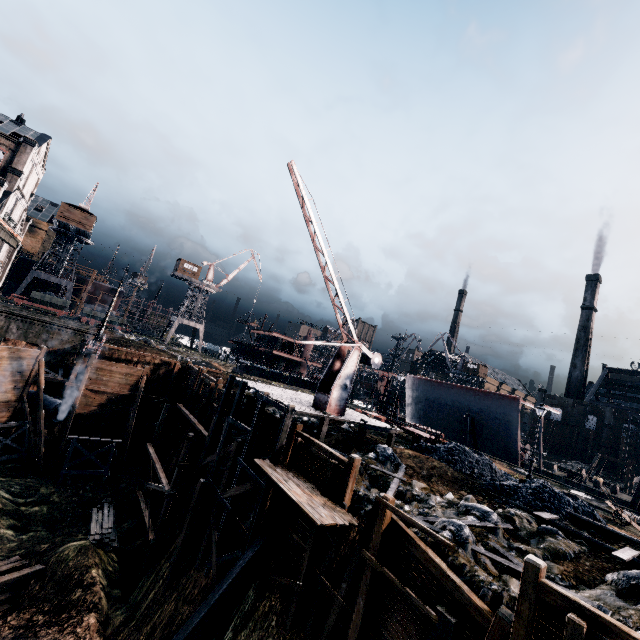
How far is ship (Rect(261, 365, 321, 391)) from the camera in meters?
55.5 m

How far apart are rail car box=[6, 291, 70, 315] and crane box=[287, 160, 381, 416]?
49.44m

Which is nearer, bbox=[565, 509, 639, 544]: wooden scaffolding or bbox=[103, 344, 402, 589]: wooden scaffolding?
bbox=[565, 509, 639, 544]: wooden scaffolding

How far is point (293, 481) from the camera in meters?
14.5

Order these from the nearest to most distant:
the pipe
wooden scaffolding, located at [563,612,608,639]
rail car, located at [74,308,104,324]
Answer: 1. wooden scaffolding, located at [563,612,608,639]
2. the pipe
3. rail car, located at [74,308,104,324]

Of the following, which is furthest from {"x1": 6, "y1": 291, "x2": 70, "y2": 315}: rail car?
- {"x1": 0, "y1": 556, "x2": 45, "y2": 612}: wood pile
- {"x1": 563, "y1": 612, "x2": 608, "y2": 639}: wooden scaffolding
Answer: {"x1": 563, "y1": 612, "x2": 608, "y2": 639}: wooden scaffolding

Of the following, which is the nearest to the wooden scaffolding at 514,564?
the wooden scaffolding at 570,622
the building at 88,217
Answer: the wooden scaffolding at 570,622

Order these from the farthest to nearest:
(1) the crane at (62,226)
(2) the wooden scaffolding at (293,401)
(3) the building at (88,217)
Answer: (1) the crane at (62,226)
(3) the building at (88,217)
(2) the wooden scaffolding at (293,401)
